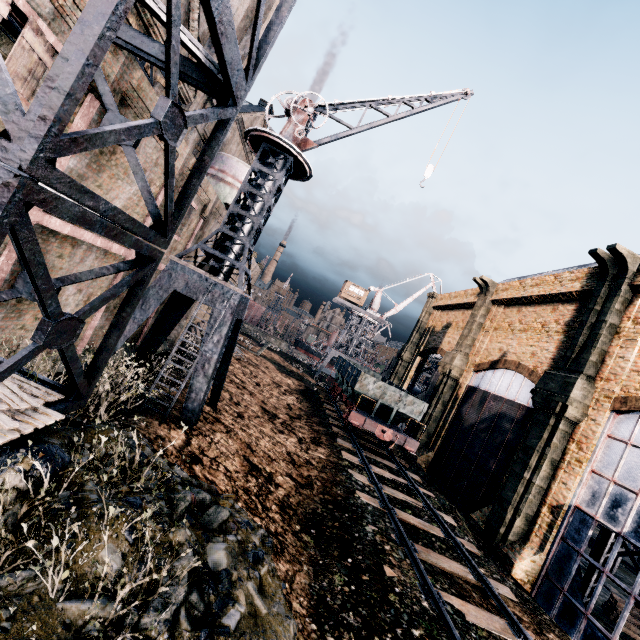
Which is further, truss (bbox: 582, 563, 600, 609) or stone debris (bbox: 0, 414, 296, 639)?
truss (bbox: 582, 563, 600, 609)

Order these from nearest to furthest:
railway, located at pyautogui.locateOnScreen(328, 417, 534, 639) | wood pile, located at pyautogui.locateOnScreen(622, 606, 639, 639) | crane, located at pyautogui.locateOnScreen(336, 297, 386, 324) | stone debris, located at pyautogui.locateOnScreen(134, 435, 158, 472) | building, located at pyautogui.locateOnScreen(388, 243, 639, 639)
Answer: stone debris, located at pyautogui.locateOnScreen(134, 435, 158, 472) → railway, located at pyautogui.locateOnScreen(328, 417, 534, 639) → building, located at pyautogui.locateOnScreen(388, 243, 639, 639) → wood pile, located at pyautogui.locateOnScreen(622, 606, 639, 639) → crane, located at pyautogui.locateOnScreen(336, 297, 386, 324)

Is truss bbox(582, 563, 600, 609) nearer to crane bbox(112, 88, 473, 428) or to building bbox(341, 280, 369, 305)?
crane bbox(112, 88, 473, 428)

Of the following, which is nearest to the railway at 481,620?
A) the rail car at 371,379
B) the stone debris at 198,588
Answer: the rail car at 371,379

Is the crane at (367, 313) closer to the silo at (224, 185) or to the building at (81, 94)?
the building at (81, 94)

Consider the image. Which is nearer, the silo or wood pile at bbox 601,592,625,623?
wood pile at bbox 601,592,625,623

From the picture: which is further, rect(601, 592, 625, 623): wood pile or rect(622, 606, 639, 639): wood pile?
rect(601, 592, 625, 623): wood pile

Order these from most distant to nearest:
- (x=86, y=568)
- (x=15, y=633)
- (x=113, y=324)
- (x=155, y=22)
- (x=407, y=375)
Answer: (x=407, y=375)
(x=155, y=22)
(x=113, y=324)
(x=86, y=568)
(x=15, y=633)
